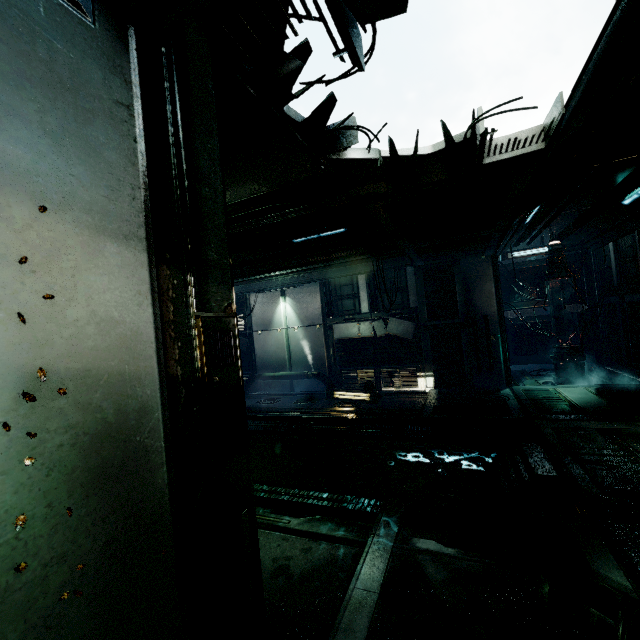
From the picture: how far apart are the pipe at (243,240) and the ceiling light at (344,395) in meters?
5.4

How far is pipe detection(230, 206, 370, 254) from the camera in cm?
680

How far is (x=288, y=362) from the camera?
13.4m

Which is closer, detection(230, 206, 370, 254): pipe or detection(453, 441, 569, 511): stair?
detection(453, 441, 569, 511): stair

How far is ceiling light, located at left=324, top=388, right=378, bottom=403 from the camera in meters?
10.0

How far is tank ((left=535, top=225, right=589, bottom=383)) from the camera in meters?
10.3 m

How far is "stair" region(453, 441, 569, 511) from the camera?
4.77m

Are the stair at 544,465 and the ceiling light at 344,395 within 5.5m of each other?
yes
